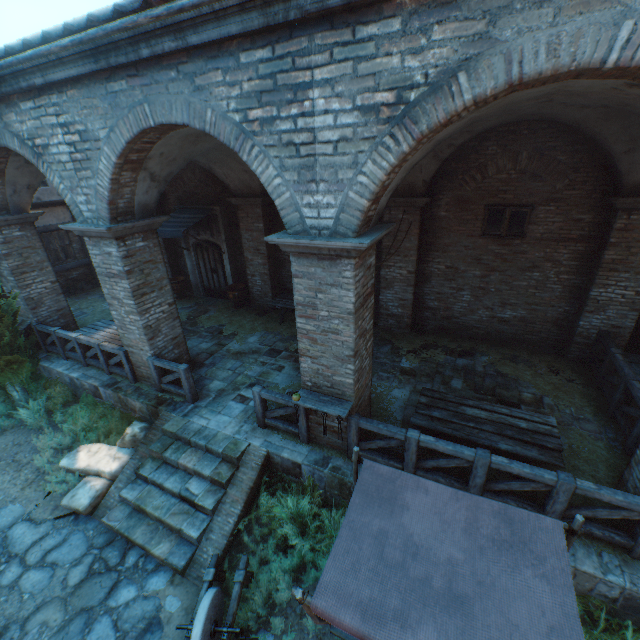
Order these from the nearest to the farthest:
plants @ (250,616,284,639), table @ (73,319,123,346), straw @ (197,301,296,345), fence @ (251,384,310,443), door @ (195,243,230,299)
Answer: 1. plants @ (250,616,284,639)
2. fence @ (251,384,310,443)
3. table @ (73,319,123,346)
4. straw @ (197,301,296,345)
5. door @ (195,243,230,299)

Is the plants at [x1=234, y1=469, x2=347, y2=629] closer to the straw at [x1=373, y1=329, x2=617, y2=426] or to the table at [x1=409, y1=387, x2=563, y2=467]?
the table at [x1=409, y1=387, x2=563, y2=467]

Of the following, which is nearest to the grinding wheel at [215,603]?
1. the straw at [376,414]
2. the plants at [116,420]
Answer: the straw at [376,414]

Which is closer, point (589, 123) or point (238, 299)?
point (589, 123)

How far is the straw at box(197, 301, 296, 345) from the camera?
10.5 meters

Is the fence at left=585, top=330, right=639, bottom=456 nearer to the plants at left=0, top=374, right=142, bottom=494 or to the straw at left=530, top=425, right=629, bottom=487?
the straw at left=530, top=425, right=629, bottom=487

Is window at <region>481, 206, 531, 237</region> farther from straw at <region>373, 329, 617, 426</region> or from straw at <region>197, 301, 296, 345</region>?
straw at <region>197, 301, 296, 345</region>

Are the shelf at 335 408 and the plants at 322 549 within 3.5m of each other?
yes
